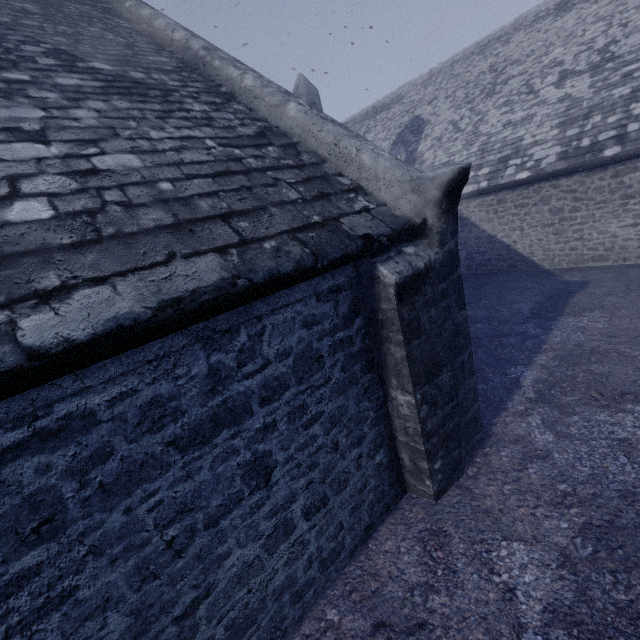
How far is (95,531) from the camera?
1.74m
